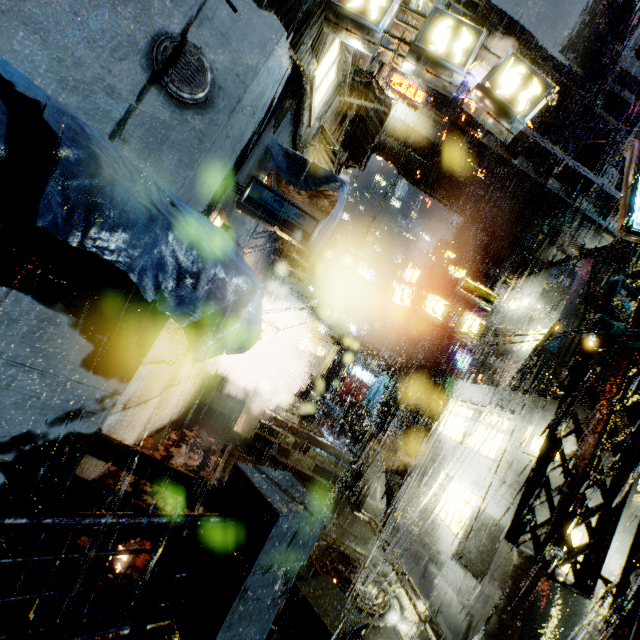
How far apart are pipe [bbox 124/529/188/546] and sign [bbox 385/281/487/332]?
12.3 meters

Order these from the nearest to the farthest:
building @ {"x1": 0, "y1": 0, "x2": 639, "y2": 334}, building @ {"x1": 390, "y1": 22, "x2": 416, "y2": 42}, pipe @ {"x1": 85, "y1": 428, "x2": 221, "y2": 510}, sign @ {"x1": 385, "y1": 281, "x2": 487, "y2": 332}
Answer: building @ {"x1": 0, "y1": 0, "x2": 639, "y2": 334}
pipe @ {"x1": 85, "y1": 428, "x2": 221, "y2": 510}
building @ {"x1": 390, "y1": 22, "x2": 416, "y2": 42}
sign @ {"x1": 385, "y1": 281, "x2": 487, "y2": 332}

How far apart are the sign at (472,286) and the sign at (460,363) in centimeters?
1295cm

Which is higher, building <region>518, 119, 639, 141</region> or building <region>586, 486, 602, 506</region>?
building <region>518, 119, 639, 141</region>

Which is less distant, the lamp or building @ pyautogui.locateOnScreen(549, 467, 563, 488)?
the lamp

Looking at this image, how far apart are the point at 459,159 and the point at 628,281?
18.4m

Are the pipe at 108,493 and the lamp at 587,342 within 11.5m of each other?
yes

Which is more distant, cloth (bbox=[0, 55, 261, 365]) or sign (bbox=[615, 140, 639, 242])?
sign (bbox=[615, 140, 639, 242])
